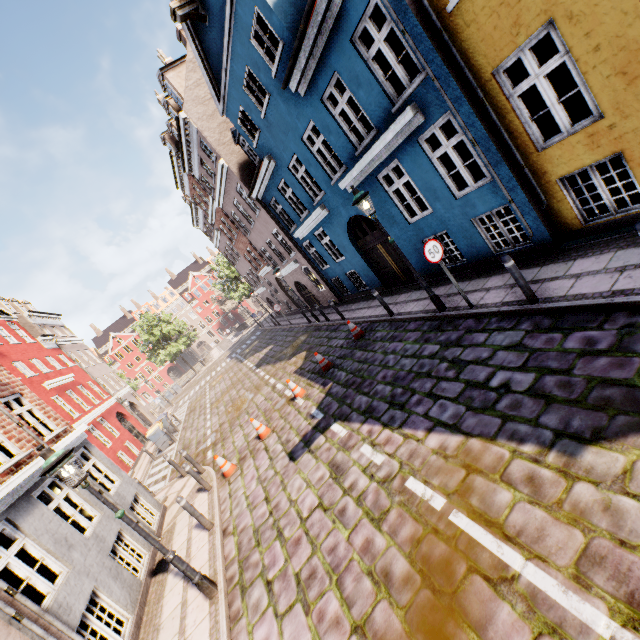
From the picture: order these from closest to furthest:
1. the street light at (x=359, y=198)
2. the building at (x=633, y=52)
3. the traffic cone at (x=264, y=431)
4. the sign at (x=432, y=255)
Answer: the building at (x=633, y=52) < the sign at (x=432, y=255) < the street light at (x=359, y=198) < the traffic cone at (x=264, y=431)

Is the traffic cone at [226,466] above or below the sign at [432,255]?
below

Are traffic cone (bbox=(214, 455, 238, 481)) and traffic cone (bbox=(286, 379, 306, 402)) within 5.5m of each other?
yes

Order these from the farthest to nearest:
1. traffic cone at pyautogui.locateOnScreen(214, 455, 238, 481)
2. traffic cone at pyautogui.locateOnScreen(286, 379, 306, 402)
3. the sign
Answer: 1. traffic cone at pyautogui.locateOnScreen(286, 379, 306, 402)
2. traffic cone at pyautogui.locateOnScreen(214, 455, 238, 481)
3. the sign

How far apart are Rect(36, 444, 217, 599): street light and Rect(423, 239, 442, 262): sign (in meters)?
7.46

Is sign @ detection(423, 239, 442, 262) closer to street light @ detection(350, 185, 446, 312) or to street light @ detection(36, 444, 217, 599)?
street light @ detection(350, 185, 446, 312)

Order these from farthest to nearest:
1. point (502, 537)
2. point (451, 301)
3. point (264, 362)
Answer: point (264, 362) < point (451, 301) < point (502, 537)

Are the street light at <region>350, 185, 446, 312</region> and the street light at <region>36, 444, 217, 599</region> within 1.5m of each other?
no
